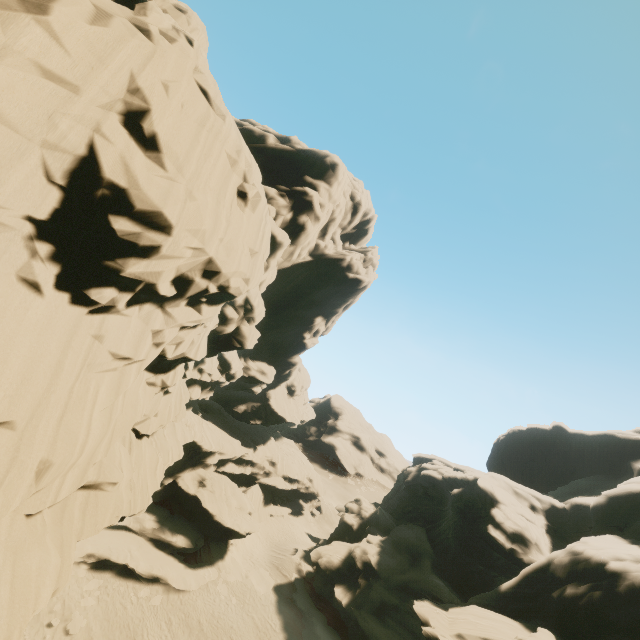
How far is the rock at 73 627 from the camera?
21.0m

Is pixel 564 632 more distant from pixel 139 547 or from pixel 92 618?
pixel 139 547

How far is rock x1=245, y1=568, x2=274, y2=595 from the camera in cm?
3048

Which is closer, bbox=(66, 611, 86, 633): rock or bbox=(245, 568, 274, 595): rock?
bbox=(66, 611, 86, 633): rock

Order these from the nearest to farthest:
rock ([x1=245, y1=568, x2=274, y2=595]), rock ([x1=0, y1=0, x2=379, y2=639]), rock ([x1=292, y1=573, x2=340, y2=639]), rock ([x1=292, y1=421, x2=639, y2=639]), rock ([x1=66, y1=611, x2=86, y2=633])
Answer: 1. rock ([x1=0, y1=0, x2=379, y2=639])
2. rock ([x1=66, y1=611, x2=86, y2=633])
3. rock ([x1=292, y1=421, x2=639, y2=639])
4. rock ([x1=292, y1=573, x2=340, y2=639])
5. rock ([x1=245, y1=568, x2=274, y2=595])
